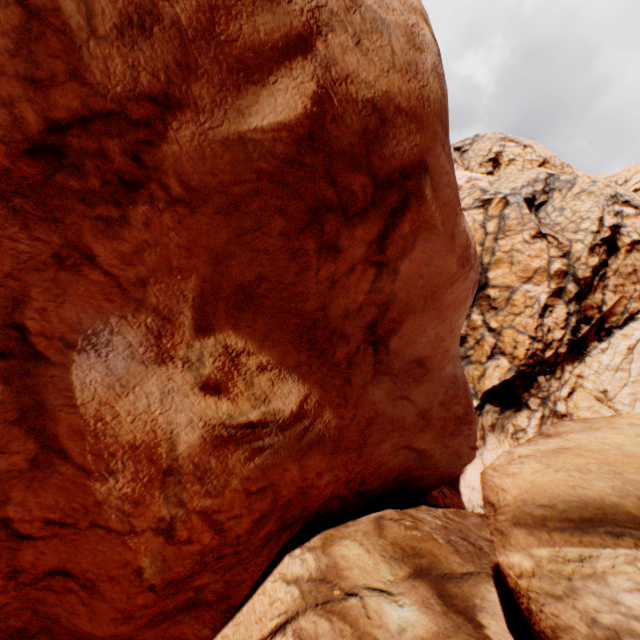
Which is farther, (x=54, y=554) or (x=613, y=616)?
(x=54, y=554)
